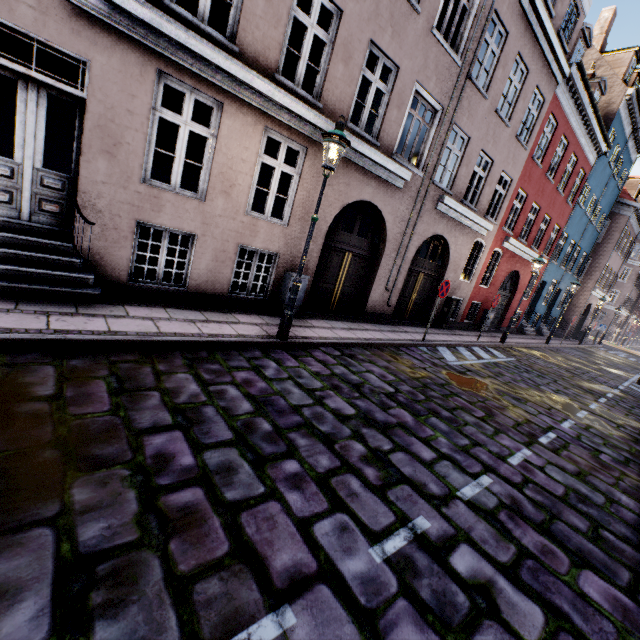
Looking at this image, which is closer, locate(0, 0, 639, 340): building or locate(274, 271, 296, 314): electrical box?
locate(0, 0, 639, 340): building

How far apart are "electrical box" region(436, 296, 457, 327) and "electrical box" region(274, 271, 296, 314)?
7.5 meters

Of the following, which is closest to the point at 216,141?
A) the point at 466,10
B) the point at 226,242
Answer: the point at 226,242

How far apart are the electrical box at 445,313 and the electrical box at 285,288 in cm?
751

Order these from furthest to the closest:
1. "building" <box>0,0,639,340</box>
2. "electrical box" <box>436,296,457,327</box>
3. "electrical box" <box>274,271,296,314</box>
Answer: "electrical box" <box>436,296,457,327</box> → "electrical box" <box>274,271,296,314</box> → "building" <box>0,0,639,340</box>

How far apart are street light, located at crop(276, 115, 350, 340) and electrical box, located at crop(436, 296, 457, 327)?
9.0 meters

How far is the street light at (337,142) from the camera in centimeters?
520cm

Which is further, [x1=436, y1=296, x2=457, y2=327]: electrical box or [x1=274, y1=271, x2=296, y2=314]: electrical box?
[x1=436, y1=296, x2=457, y2=327]: electrical box
